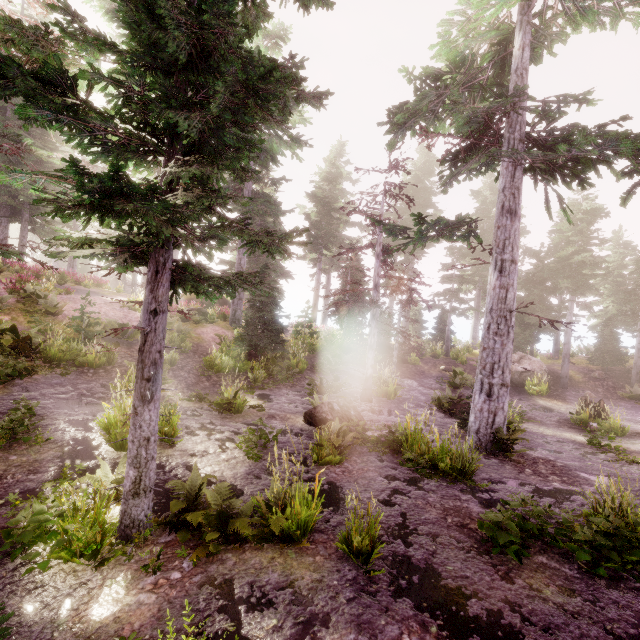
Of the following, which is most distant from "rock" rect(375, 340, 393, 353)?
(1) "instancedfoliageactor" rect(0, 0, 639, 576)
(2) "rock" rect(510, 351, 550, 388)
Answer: (2) "rock" rect(510, 351, 550, 388)

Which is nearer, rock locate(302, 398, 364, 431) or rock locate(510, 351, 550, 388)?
rock locate(302, 398, 364, 431)

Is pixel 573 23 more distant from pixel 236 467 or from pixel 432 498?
pixel 236 467

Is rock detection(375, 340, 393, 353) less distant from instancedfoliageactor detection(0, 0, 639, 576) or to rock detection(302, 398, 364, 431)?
instancedfoliageactor detection(0, 0, 639, 576)

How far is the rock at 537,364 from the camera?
19.89m

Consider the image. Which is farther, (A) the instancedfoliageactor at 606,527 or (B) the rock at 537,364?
(B) the rock at 537,364
